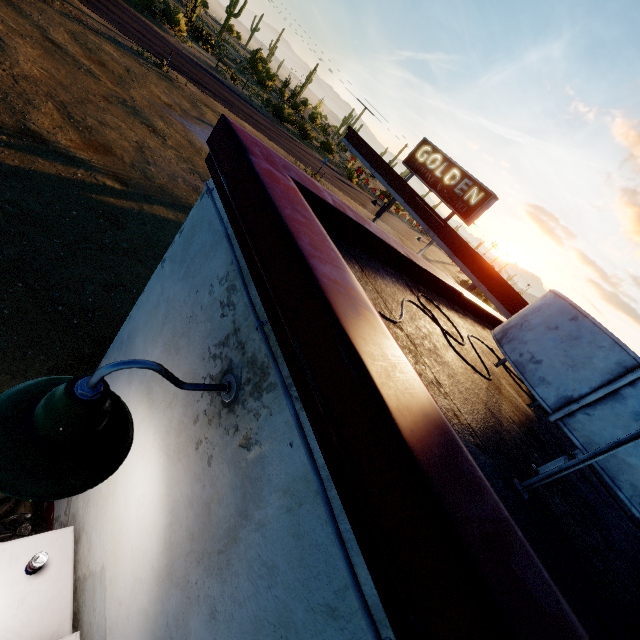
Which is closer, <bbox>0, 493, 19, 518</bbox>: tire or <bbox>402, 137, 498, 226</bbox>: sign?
<bbox>0, 493, 19, 518</bbox>: tire

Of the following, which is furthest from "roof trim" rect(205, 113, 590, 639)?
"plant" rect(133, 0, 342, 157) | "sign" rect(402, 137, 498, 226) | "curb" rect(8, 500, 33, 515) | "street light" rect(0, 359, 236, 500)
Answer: "plant" rect(133, 0, 342, 157)

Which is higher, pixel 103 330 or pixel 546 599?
pixel 546 599

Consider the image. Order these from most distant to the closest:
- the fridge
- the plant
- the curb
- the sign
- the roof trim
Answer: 1. the plant
2. the sign
3. the curb
4. the fridge
5. the roof trim

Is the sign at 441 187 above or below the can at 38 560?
above

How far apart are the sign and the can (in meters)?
15.68

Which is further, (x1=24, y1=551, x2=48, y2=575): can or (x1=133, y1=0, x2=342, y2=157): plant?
(x1=133, y1=0, x2=342, y2=157): plant

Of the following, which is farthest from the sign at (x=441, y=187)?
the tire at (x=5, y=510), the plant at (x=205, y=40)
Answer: the plant at (x=205, y=40)
